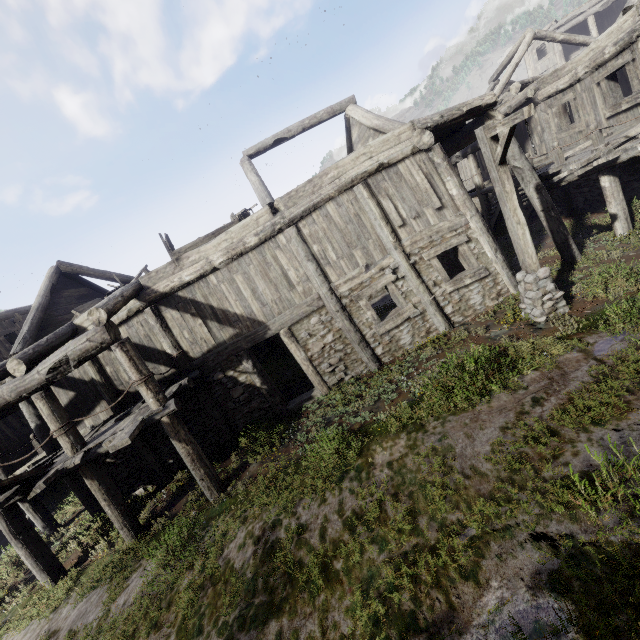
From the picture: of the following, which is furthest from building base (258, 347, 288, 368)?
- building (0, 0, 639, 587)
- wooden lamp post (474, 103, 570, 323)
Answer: wooden lamp post (474, 103, 570, 323)

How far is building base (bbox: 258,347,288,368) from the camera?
14.37m

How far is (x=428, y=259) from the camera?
9.7m

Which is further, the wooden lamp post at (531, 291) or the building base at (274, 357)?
the building base at (274, 357)

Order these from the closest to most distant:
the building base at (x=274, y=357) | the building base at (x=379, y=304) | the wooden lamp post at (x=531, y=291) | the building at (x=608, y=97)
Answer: the wooden lamp post at (x=531, y=291), the building at (x=608, y=97), the building base at (x=274, y=357), the building base at (x=379, y=304)

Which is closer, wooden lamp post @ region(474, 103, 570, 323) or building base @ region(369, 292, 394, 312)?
wooden lamp post @ region(474, 103, 570, 323)

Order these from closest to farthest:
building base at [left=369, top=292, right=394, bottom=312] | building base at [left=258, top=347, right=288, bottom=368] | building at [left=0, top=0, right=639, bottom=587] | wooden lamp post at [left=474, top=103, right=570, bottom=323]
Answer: wooden lamp post at [left=474, top=103, right=570, bottom=323], building at [left=0, top=0, right=639, bottom=587], building base at [left=258, top=347, right=288, bottom=368], building base at [left=369, top=292, right=394, bottom=312]
